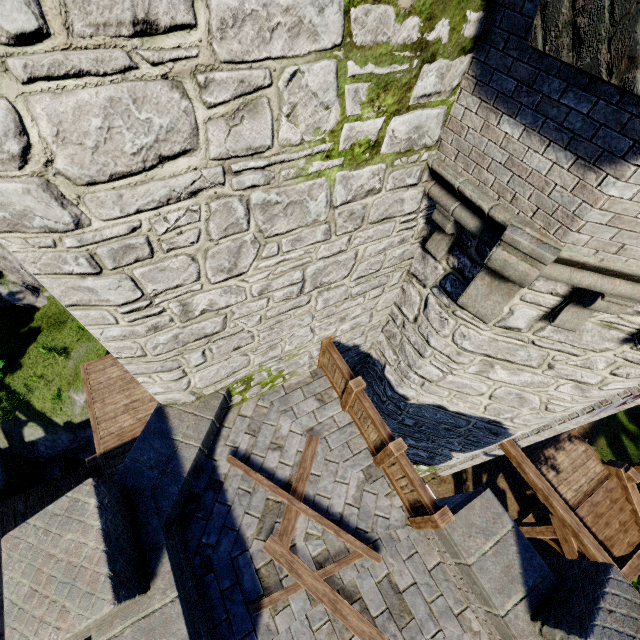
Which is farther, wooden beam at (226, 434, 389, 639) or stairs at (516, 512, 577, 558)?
stairs at (516, 512, 577, 558)

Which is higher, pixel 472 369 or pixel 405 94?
pixel 405 94

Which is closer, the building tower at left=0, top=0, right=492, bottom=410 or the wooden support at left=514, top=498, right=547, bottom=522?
the building tower at left=0, top=0, right=492, bottom=410

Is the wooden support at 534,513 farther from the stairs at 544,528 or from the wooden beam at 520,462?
the wooden beam at 520,462

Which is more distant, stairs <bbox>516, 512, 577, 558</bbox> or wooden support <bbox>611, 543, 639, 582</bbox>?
stairs <bbox>516, 512, 577, 558</bbox>

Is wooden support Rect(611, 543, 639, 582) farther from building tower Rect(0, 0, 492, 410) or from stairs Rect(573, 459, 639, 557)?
building tower Rect(0, 0, 492, 410)

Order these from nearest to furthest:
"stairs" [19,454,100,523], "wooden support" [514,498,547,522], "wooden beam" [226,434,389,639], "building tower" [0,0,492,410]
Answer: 1. "building tower" [0,0,492,410]
2. "wooden beam" [226,434,389,639]
3. "stairs" [19,454,100,523]
4. "wooden support" [514,498,547,522]

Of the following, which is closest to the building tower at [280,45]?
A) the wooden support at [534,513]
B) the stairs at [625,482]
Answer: the stairs at [625,482]
